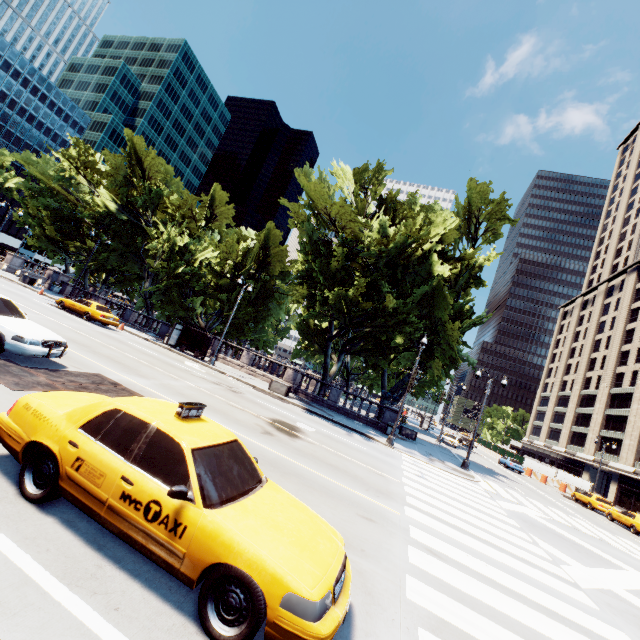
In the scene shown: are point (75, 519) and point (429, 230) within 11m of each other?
no

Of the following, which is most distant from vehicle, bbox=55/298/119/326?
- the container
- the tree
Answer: the container

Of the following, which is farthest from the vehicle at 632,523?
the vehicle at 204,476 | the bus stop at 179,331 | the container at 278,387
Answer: the bus stop at 179,331

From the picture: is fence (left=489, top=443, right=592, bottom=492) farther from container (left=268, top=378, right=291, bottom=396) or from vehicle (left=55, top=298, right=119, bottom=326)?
vehicle (left=55, top=298, right=119, bottom=326)

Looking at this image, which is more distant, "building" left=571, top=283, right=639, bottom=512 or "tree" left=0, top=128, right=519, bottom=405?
"building" left=571, top=283, right=639, bottom=512

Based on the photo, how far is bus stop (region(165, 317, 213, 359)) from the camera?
26.7m

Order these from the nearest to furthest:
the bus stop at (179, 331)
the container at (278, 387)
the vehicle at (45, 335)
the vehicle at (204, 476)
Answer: the vehicle at (204, 476) < the vehicle at (45, 335) < the container at (278, 387) < the bus stop at (179, 331)

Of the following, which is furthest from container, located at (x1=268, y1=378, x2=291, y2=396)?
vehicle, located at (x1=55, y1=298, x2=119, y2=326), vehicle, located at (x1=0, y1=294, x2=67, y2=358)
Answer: vehicle, located at (x1=0, y1=294, x2=67, y2=358)
